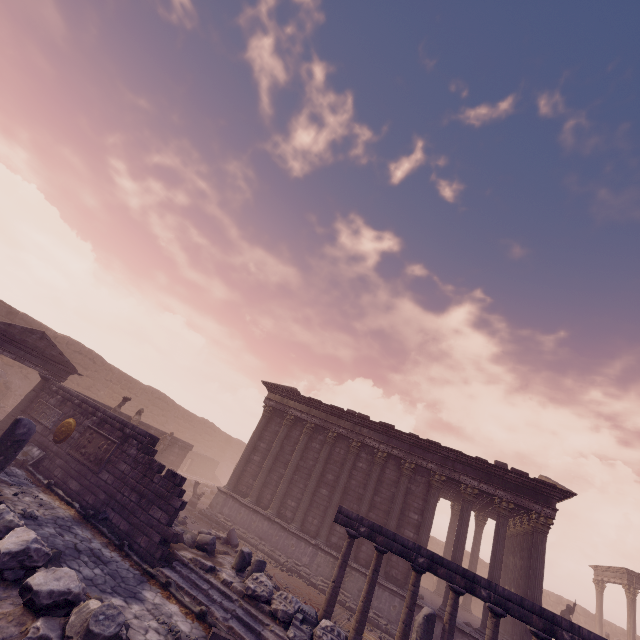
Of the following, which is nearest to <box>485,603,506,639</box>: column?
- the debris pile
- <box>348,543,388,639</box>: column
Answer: <box>348,543,388,639</box>: column

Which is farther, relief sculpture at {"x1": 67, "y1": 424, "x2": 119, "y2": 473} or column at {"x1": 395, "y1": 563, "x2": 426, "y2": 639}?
relief sculpture at {"x1": 67, "y1": 424, "x2": 119, "y2": 473}

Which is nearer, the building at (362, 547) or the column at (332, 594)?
the column at (332, 594)

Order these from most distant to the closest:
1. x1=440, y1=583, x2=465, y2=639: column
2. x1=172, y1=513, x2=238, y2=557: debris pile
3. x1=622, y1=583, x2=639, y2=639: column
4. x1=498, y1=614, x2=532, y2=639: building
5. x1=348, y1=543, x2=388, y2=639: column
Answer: x1=622, y1=583, x2=639, y2=639: column, x1=498, y1=614, x2=532, y2=639: building, x1=172, y1=513, x2=238, y2=557: debris pile, x1=348, y1=543, x2=388, y2=639: column, x1=440, y1=583, x2=465, y2=639: column

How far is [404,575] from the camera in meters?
13.8 m

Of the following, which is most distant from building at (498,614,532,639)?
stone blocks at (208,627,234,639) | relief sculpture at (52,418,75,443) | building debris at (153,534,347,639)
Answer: stone blocks at (208,627,234,639)

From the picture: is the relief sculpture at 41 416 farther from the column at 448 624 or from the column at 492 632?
the column at 492 632

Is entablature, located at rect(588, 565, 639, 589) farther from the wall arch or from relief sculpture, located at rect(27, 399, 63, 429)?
the wall arch
